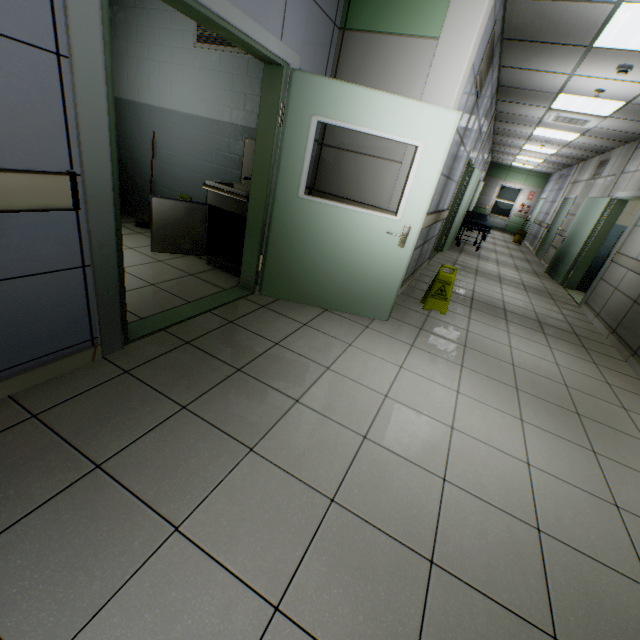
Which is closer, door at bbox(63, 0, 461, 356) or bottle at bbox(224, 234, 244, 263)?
door at bbox(63, 0, 461, 356)

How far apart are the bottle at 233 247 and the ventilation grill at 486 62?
3.2m

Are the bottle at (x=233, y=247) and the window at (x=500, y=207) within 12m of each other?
no

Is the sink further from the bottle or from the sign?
the sign

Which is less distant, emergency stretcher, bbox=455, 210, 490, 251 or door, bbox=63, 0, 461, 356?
door, bbox=63, 0, 461, 356

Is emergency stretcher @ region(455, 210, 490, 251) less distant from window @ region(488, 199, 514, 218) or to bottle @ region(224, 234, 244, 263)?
bottle @ region(224, 234, 244, 263)

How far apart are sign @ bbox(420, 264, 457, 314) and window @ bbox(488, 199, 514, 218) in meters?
17.1

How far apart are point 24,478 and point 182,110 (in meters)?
4.37
